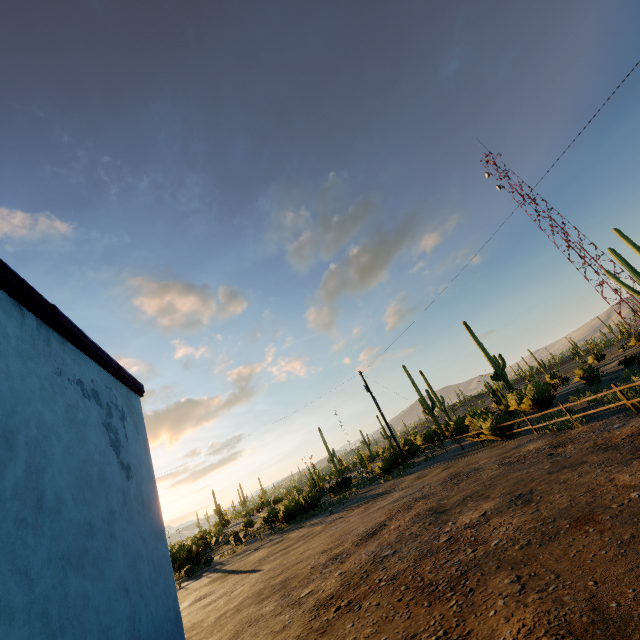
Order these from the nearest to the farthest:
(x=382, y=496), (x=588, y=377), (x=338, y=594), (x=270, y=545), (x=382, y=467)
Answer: (x=338, y=594), (x=382, y=496), (x=270, y=545), (x=588, y=377), (x=382, y=467)
